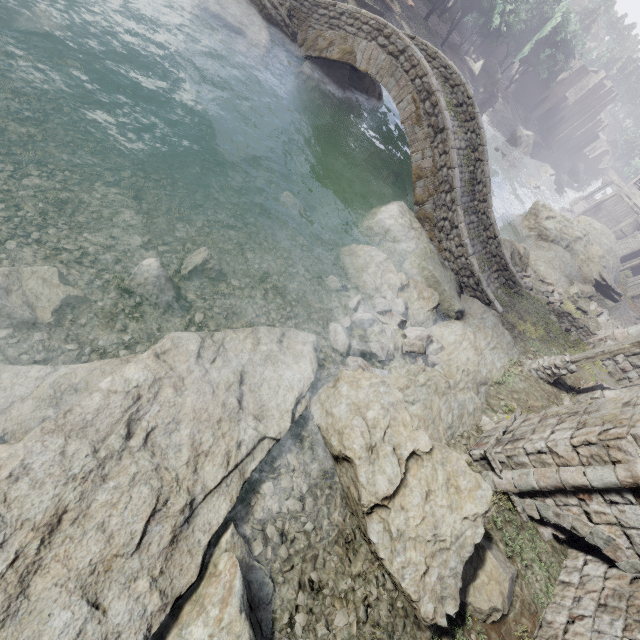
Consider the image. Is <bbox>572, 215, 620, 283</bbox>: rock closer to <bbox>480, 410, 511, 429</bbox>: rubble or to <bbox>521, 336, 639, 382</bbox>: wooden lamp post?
<bbox>521, 336, 639, 382</bbox>: wooden lamp post

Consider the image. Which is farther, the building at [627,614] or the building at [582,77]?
the building at [582,77]

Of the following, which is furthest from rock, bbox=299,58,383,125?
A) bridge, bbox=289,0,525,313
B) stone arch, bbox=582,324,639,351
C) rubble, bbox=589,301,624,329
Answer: rubble, bbox=589,301,624,329

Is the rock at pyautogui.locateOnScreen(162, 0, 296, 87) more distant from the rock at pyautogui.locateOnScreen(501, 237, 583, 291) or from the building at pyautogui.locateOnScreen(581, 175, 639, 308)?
the building at pyautogui.locateOnScreen(581, 175, 639, 308)

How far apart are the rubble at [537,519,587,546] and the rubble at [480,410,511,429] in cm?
162

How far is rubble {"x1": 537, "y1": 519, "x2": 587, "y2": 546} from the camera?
7.41m

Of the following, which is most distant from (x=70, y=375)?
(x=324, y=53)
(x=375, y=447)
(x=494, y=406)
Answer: (x=324, y=53)

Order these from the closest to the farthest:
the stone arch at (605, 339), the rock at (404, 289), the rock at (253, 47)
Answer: the rock at (404, 289) → the rock at (253, 47) → the stone arch at (605, 339)
